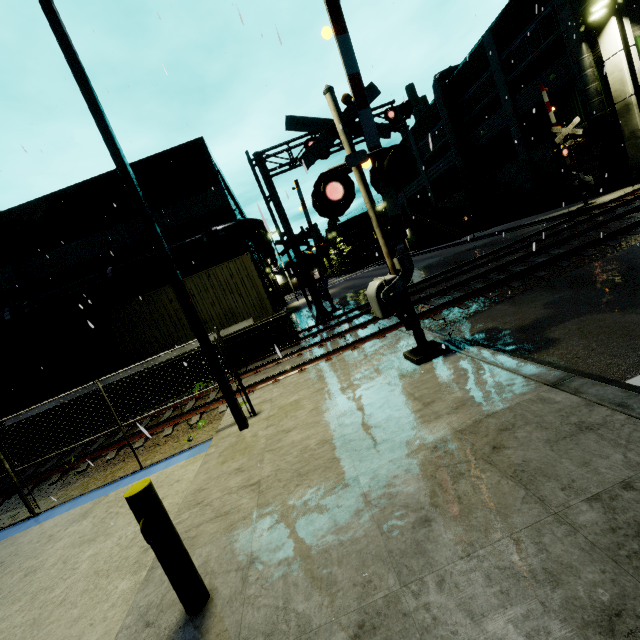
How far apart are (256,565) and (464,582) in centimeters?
183cm

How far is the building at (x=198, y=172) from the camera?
16.1 meters

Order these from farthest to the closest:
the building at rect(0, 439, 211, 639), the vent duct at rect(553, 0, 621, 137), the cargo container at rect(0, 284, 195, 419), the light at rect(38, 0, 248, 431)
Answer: the vent duct at rect(553, 0, 621, 137) < the cargo container at rect(0, 284, 195, 419) < the light at rect(38, 0, 248, 431) < the building at rect(0, 439, 211, 639)

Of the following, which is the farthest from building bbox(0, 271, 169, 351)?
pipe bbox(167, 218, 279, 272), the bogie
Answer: the bogie

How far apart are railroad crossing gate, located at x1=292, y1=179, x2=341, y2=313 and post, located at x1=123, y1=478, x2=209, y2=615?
15.4 meters

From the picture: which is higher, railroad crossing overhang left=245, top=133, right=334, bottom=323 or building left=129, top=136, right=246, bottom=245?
building left=129, top=136, right=246, bottom=245

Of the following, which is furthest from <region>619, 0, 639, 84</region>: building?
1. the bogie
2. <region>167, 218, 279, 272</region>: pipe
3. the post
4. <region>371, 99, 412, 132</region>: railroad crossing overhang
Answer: the bogie

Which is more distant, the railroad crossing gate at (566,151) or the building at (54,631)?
the railroad crossing gate at (566,151)
